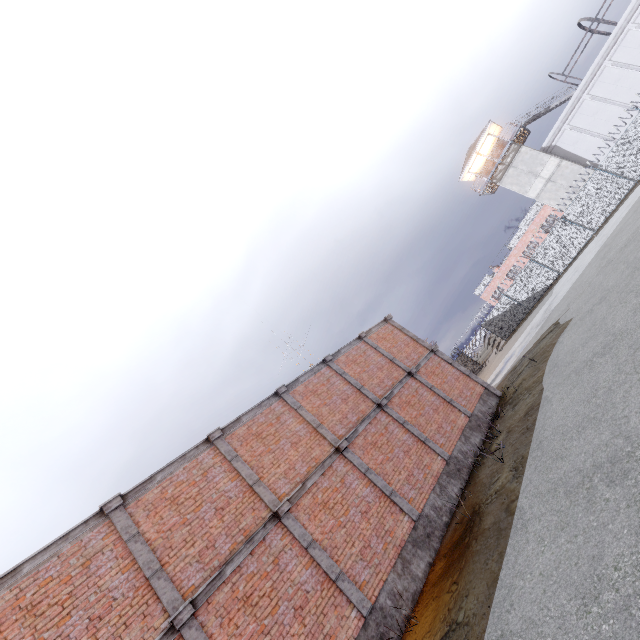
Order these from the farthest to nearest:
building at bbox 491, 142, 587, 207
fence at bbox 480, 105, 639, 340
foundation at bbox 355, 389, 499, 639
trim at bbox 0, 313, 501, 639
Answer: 1. building at bbox 491, 142, 587, 207
2. fence at bbox 480, 105, 639, 340
3. foundation at bbox 355, 389, 499, 639
4. trim at bbox 0, 313, 501, 639

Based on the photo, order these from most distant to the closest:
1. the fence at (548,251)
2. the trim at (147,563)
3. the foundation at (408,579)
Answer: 1. the fence at (548,251)
2. the foundation at (408,579)
3. the trim at (147,563)

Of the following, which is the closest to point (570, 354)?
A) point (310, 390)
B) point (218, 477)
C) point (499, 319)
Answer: point (310, 390)

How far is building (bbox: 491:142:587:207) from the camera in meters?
31.6

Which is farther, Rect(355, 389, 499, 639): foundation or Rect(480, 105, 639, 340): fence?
Rect(480, 105, 639, 340): fence

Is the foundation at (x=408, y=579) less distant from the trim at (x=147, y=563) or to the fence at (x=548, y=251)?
the trim at (x=147, y=563)

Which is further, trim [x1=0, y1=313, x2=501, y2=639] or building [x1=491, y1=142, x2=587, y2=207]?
building [x1=491, y1=142, x2=587, y2=207]

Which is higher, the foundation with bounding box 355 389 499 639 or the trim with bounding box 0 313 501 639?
the trim with bounding box 0 313 501 639
